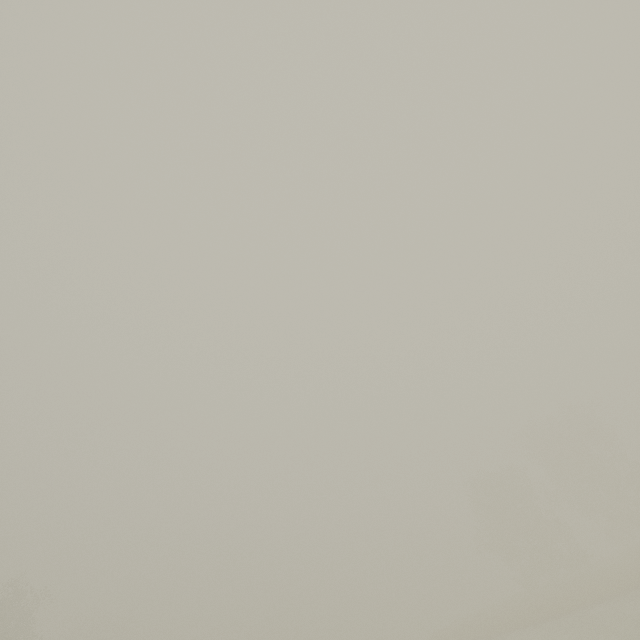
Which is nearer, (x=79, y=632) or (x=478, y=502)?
(x=478, y=502)
